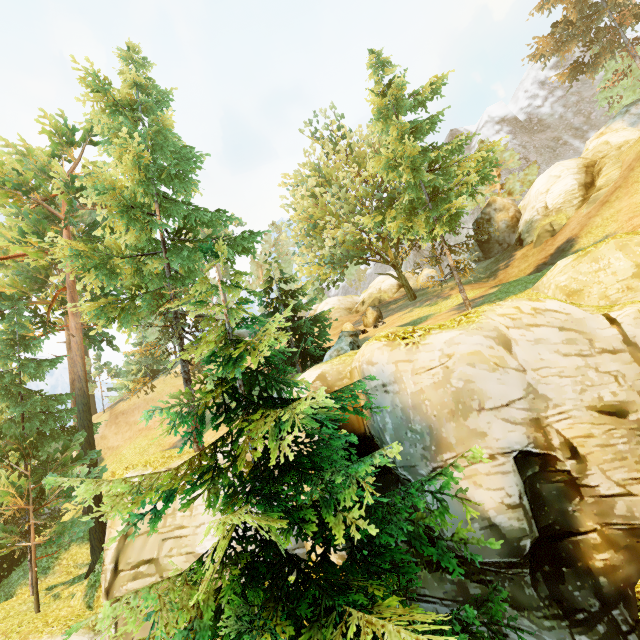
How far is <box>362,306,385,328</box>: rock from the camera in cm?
2433

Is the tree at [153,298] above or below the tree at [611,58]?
below

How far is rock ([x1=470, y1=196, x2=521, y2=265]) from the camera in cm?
2658

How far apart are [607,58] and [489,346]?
33.3 meters

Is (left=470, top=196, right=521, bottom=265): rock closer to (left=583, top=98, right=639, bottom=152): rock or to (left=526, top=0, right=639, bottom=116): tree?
(left=526, top=0, right=639, bottom=116): tree

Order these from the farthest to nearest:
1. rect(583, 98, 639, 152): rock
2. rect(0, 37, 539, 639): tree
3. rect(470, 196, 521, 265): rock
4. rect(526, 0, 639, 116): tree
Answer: rect(470, 196, 521, 265): rock < rect(583, 98, 639, 152): rock < rect(526, 0, 639, 116): tree < rect(0, 37, 539, 639): tree

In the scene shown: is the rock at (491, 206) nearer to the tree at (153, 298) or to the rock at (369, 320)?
the tree at (153, 298)
